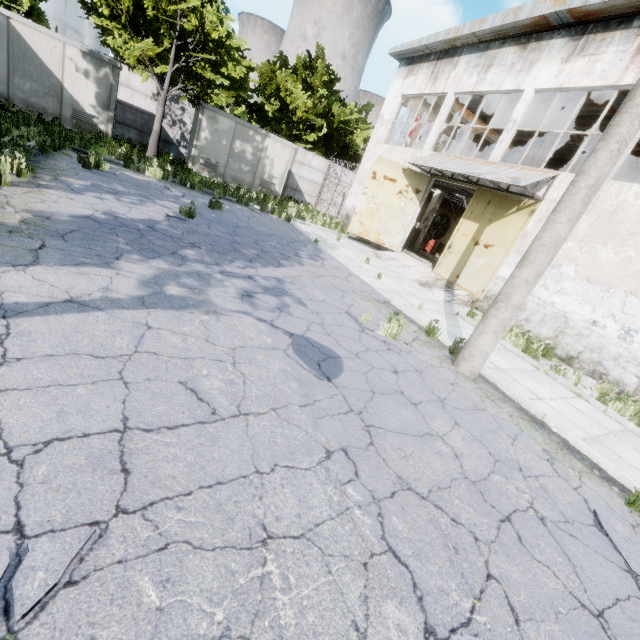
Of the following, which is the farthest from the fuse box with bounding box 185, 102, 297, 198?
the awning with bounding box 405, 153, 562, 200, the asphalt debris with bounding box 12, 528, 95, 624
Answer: the asphalt debris with bounding box 12, 528, 95, 624

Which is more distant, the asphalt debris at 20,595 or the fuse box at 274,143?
the fuse box at 274,143

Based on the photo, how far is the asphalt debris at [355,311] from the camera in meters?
6.1

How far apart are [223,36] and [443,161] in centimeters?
1048cm

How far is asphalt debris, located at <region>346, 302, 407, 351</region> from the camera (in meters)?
6.10

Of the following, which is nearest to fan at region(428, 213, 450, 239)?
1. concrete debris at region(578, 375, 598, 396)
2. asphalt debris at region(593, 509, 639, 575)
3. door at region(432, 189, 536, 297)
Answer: door at region(432, 189, 536, 297)

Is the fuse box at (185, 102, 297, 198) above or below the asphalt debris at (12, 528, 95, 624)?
above

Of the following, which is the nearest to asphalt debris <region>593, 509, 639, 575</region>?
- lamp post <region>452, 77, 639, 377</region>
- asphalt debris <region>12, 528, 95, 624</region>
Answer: lamp post <region>452, 77, 639, 377</region>
